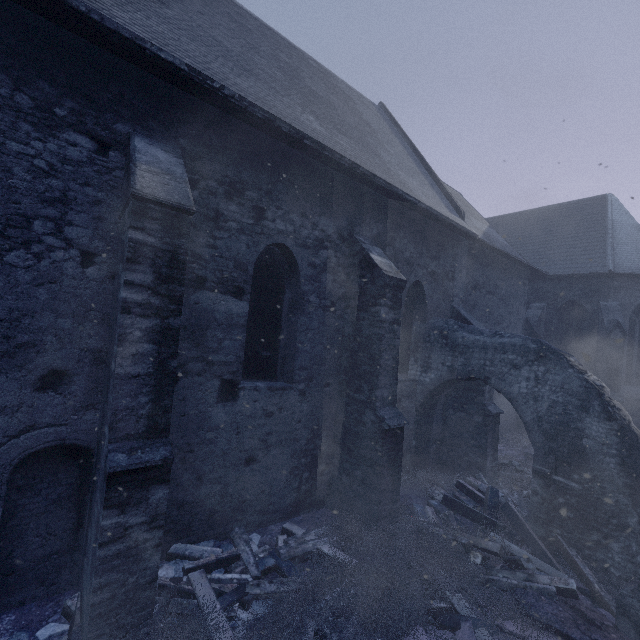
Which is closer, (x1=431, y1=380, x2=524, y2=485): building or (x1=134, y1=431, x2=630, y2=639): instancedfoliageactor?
(x1=134, y1=431, x2=630, y2=639): instancedfoliageactor

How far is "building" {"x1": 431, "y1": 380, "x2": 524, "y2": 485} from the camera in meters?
8.6

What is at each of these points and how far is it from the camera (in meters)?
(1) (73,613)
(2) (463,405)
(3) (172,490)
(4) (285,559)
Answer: (1) instancedfoliageactor, 3.78
(2) building, 9.09
(3) building, 4.97
(4) instancedfoliageactor, 4.96

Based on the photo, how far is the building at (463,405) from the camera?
8.6m

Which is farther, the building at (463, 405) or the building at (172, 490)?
the building at (463, 405)

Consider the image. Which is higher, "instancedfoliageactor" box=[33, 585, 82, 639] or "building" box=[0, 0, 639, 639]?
"building" box=[0, 0, 639, 639]
